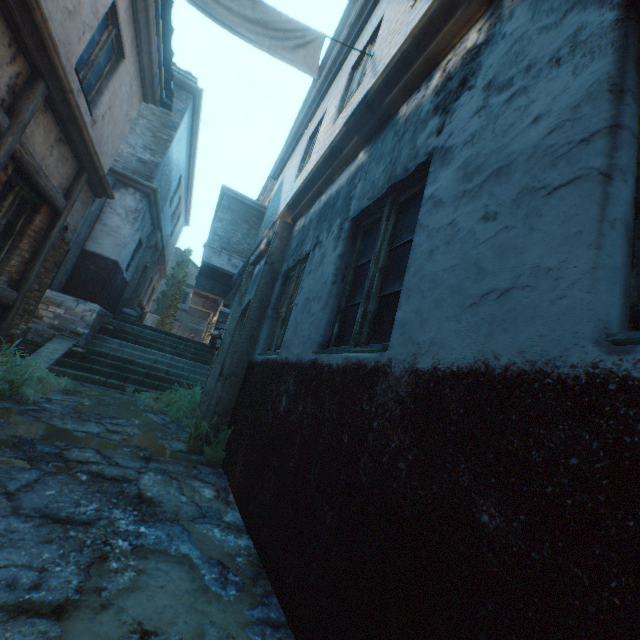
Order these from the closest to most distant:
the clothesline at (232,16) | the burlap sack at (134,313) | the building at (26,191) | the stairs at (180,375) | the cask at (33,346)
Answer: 1. the clothesline at (232,16)
2. the building at (26,191)
3. the cask at (33,346)
4. the stairs at (180,375)
5. the burlap sack at (134,313)

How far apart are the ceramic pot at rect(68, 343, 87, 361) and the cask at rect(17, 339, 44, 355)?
0.6m

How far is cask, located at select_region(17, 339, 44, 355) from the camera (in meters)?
7.40

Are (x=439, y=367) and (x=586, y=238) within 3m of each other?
yes

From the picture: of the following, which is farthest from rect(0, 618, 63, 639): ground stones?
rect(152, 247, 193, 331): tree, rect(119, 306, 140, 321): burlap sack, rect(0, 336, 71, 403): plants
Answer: rect(152, 247, 193, 331): tree

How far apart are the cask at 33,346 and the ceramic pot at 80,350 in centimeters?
58cm

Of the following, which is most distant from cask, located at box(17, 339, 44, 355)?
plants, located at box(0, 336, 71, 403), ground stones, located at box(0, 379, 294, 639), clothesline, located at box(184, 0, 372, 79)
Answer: clothesline, located at box(184, 0, 372, 79)

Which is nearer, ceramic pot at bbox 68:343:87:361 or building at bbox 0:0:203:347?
building at bbox 0:0:203:347
